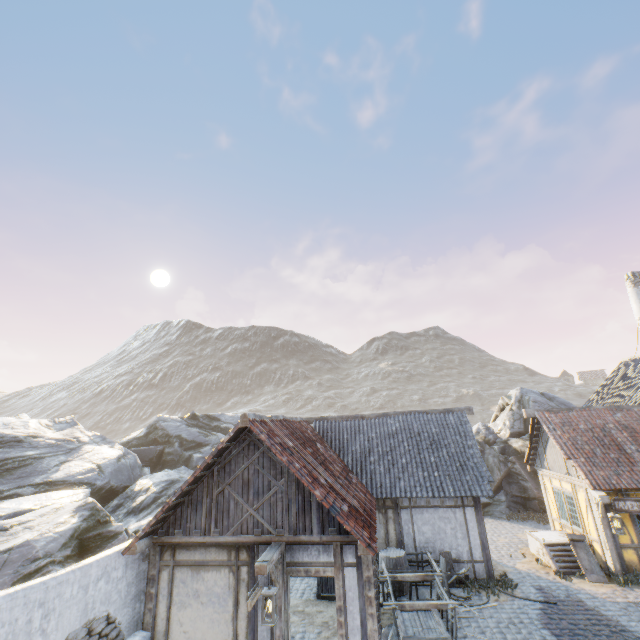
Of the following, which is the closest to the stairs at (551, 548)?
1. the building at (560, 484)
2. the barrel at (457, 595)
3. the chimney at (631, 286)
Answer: the building at (560, 484)

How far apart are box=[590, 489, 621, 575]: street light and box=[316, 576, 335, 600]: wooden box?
8.0m

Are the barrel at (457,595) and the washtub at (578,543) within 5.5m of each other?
yes

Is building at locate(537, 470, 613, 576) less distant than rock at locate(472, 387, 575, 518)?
Yes

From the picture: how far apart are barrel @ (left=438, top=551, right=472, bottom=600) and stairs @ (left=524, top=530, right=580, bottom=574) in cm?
370

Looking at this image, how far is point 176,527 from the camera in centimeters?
842cm

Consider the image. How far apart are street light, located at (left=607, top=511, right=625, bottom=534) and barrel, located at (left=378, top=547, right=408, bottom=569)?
6.7m

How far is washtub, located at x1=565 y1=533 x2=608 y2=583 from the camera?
11.20m
